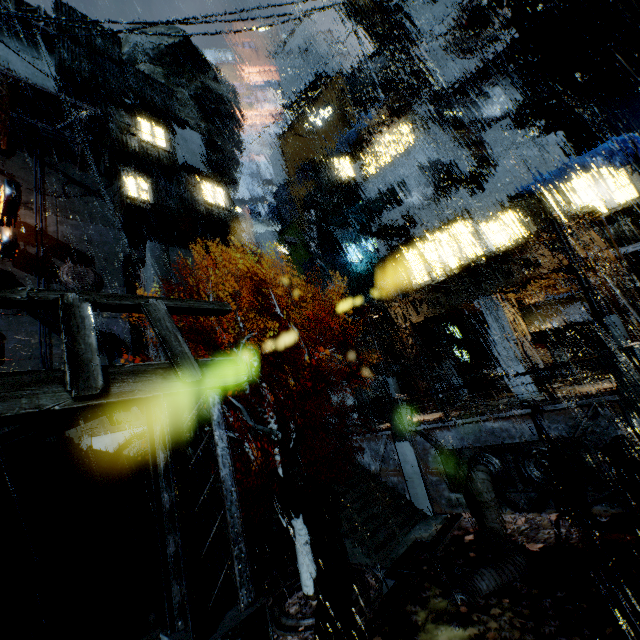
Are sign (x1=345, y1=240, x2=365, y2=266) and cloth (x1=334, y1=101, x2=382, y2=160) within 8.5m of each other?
yes

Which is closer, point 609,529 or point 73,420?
point 73,420

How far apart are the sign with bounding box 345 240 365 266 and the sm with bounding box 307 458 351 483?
17.9 meters

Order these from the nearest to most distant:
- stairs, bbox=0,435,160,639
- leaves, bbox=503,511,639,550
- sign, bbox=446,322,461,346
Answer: stairs, bbox=0,435,160,639
leaves, bbox=503,511,639,550
sign, bbox=446,322,461,346

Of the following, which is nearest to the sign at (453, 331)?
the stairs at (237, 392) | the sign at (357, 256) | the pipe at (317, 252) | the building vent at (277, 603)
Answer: the sign at (357, 256)

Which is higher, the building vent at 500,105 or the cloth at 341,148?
the cloth at 341,148

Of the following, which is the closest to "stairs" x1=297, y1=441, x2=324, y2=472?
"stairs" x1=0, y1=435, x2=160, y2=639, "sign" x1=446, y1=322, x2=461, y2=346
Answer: "stairs" x1=0, y1=435, x2=160, y2=639

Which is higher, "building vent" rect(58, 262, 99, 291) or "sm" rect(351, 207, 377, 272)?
"sm" rect(351, 207, 377, 272)
